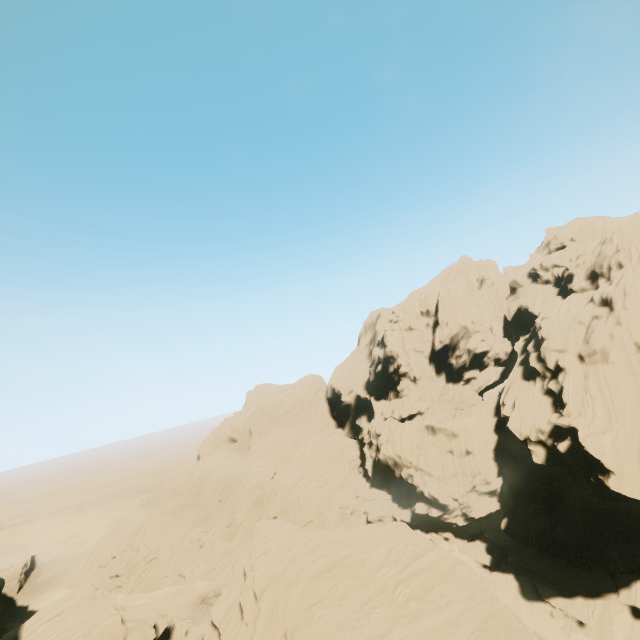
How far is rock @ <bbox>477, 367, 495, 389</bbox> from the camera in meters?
58.7 m

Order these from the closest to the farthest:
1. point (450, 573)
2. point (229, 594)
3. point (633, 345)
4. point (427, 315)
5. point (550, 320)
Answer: point (450, 573) → point (229, 594) → point (633, 345) → point (550, 320) → point (427, 315)

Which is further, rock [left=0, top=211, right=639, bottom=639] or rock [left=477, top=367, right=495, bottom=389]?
rock [left=477, top=367, right=495, bottom=389]

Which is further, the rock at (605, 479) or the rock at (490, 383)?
the rock at (490, 383)

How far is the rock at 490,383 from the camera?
58.7m
